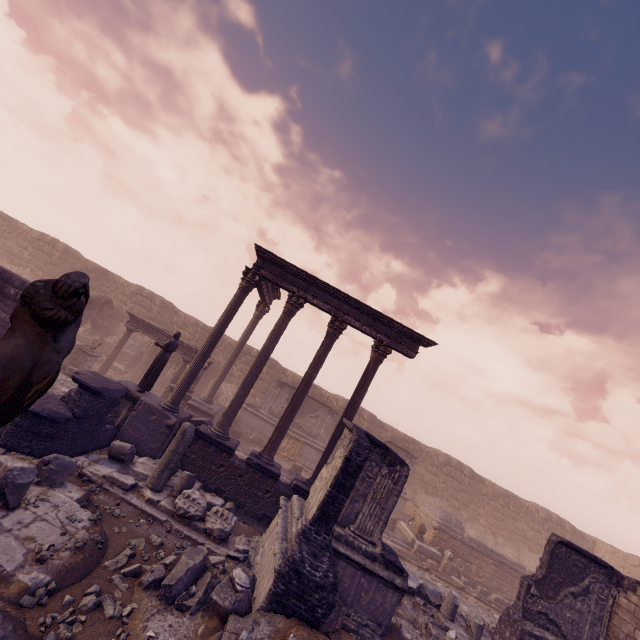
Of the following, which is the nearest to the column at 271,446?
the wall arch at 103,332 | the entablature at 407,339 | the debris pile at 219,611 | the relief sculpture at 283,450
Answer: the entablature at 407,339

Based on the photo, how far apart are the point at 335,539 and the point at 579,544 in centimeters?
2614cm

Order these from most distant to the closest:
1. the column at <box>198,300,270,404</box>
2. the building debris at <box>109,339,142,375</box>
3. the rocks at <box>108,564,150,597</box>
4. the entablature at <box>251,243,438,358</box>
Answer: the building debris at <box>109,339,142,375</box> < the column at <box>198,300,270,404</box> < the entablature at <box>251,243,438,358</box> < the rocks at <box>108,564,150,597</box>

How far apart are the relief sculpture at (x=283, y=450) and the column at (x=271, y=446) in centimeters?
740cm

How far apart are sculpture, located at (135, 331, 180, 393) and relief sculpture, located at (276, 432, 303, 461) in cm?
894

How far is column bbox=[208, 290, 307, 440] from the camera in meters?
10.8 m

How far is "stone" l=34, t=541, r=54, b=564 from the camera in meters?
4.5 m

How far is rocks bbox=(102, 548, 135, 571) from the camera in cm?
538
